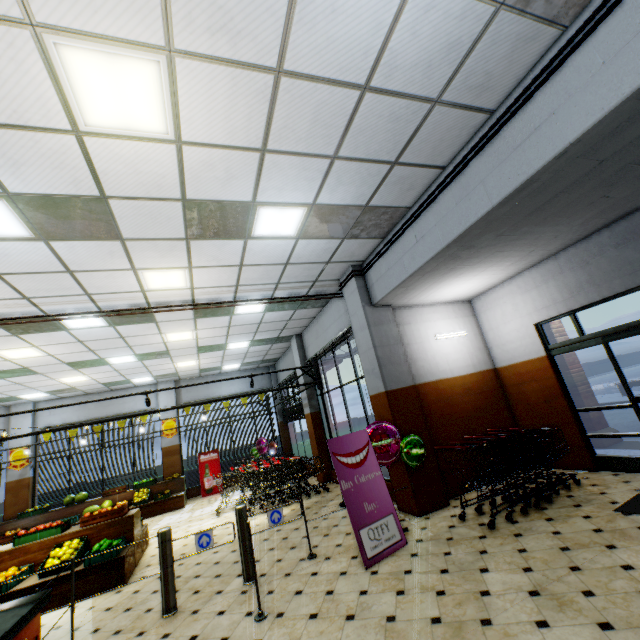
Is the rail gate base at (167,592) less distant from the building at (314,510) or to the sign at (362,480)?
the building at (314,510)

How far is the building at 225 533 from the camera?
6.8 meters

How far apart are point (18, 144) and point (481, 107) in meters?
4.8 m

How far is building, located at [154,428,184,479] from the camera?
13.3m

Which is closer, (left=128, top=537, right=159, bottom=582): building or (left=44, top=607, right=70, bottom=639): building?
(left=44, top=607, right=70, bottom=639): building

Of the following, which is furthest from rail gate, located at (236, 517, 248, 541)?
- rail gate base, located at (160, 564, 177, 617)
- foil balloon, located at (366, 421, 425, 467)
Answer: foil balloon, located at (366, 421, 425, 467)

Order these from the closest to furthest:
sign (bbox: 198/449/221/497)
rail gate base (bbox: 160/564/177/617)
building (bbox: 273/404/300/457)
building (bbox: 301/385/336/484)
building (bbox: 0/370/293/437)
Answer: rail gate base (bbox: 160/564/177/617), building (bbox: 301/385/336/484), building (bbox: 0/370/293/437), sign (bbox: 198/449/221/497), building (bbox: 273/404/300/457)

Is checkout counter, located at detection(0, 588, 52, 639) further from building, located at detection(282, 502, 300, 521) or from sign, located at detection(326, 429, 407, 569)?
sign, located at detection(326, 429, 407, 569)
